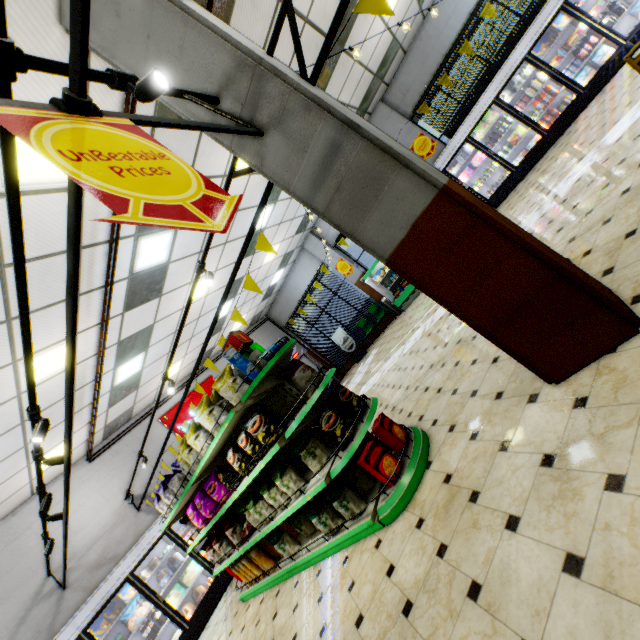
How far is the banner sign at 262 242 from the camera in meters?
3.4 m

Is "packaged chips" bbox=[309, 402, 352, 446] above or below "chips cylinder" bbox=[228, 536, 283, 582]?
above

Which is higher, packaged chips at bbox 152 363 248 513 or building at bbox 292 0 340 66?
building at bbox 292 0 340 66

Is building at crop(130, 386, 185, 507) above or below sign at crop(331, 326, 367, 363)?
above

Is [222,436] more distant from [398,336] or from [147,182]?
[398,336]

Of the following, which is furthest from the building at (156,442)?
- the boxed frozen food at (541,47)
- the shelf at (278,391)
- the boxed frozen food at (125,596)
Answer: the boxed frozen food at (541,47)

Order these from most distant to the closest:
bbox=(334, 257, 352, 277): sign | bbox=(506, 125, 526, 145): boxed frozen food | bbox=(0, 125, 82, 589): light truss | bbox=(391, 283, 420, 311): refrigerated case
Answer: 1. bbox=(334, 257, 352, 277): sign
2. bbox=(391, 283, 420, 311): refrigerated case
3. bbox=(506, 125, 526, 145): boxed frozen food
4. bbox=(0, 125, 82, 589): light truss

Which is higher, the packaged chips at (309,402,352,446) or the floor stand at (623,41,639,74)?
the packaged chips at (309,402,352,446)
